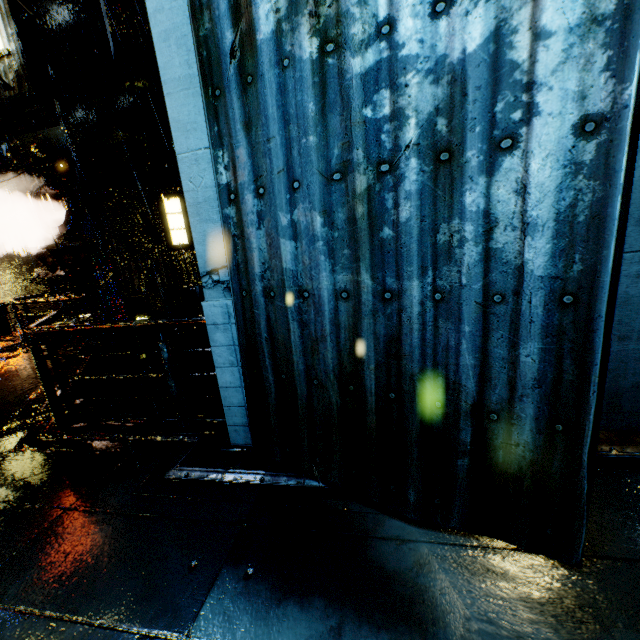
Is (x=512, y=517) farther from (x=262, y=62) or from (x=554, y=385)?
(x=262, y=62)

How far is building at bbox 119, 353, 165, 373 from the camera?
10.1m

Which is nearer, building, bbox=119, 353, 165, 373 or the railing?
the railing

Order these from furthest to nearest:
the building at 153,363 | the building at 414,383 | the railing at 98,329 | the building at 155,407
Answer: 1. the building at 155,407
2. the building at 153,363
3. the railing at 98,329
4. the building at 414,383

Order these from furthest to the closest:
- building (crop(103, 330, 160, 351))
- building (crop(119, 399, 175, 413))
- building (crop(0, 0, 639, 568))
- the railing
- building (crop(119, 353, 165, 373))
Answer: building (crop(119, 399, 175, 413))
building (crop(103, 330, 160, 351))
building (crop(119, 353, 165, 373))
the railing
building (crop(0, 0, 639, 568))

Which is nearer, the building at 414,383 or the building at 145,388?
the building at 414,383
